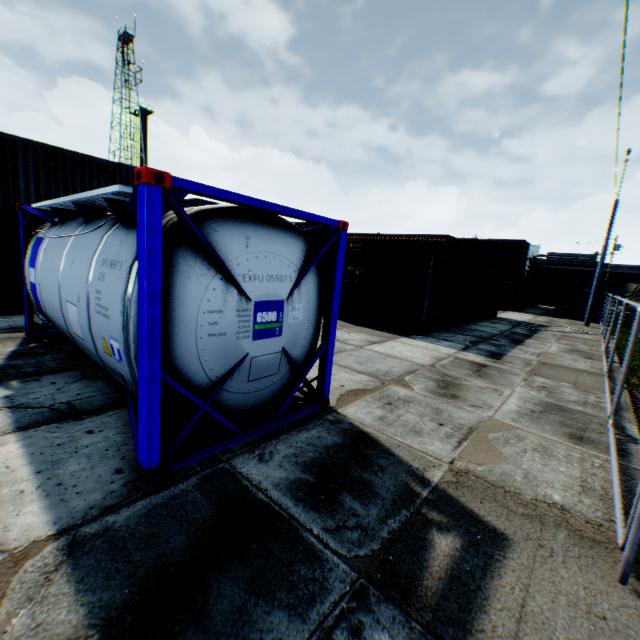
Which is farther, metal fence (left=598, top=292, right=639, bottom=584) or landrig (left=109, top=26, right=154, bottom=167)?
landrig (left=109, top=26, right=154, bottom=167)

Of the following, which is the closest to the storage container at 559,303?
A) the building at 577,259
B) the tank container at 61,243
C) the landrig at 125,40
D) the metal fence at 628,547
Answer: the metal fence at 628,547

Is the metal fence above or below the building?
below

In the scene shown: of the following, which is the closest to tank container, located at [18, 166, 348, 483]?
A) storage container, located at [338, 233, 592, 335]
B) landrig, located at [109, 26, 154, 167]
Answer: storage container, located at [338, 233, 592, 335]

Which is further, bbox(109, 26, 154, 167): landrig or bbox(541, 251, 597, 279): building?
bbox(541, 251, 597, 279): building

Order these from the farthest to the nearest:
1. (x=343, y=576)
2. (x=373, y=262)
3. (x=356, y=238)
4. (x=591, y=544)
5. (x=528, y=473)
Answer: (x=356, y=238) < (x=373, y=262) < (x=528, y=473) < (x=591, y=544) < (x=343, y=576)

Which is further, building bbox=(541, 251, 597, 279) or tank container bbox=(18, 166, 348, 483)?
building bbox=(541, 251, 597, 279)

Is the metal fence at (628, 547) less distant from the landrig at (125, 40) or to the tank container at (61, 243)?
the tank container at (61, 243)
